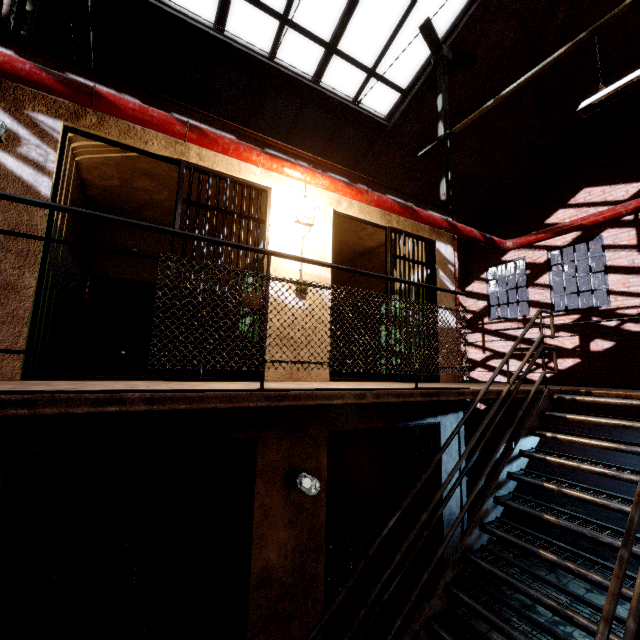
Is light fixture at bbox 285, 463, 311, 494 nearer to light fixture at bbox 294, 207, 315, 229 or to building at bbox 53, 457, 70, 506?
building at bbox 53, 457, 70, 506

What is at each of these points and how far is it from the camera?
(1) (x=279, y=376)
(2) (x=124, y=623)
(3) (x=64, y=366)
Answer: (1) building, 3.8 meters
(2) metal bar, 2.8 meters
(3) building, 5.2 meters

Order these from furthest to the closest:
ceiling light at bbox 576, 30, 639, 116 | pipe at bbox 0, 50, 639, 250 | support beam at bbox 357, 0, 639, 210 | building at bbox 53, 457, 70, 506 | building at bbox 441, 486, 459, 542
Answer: building at bbox 53, 457, 70, 506 → building at bbox 441, 486, 459, 542 → support beam at bbox 357, 0, 639, 210 → ceiling light at bbox 576, 30, 639, 116 → pipe at bbox 0, 50, 639, 250

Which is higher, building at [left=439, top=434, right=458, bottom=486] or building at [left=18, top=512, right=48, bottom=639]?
building at [left=439, top=434, right=458, bottom=486]

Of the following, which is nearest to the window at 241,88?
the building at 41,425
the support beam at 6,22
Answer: the support beam at 6,22

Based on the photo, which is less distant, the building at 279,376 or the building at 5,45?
the building at 5,45

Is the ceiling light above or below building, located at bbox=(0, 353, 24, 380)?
above

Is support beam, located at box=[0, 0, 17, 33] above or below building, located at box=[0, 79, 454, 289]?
above
